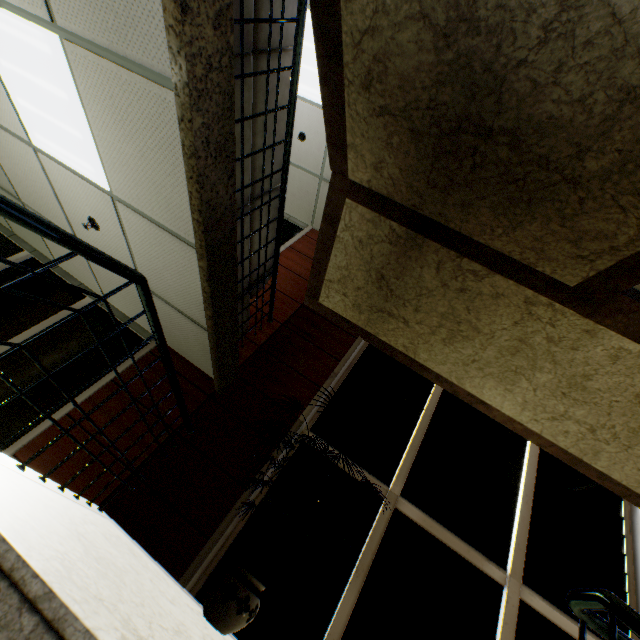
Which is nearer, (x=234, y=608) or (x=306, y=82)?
(x=234, y=608)

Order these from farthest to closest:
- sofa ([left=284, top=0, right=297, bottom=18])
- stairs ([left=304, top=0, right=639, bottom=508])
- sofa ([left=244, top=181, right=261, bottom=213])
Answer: sofa ([left=244, top=181, right=261, bottom=213]) < sofa ([left=284, top=0, right=297, bottom=18]) < stairs ([left=304, top=0, right=639, bottom=508])

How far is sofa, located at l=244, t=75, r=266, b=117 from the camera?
2.2m

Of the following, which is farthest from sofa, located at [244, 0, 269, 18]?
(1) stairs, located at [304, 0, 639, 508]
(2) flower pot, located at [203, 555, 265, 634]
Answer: (2) flower pot, located at [203, 555, 265, 634]

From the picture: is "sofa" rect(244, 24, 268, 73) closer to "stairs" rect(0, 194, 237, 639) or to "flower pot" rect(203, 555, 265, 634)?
"stairs" rect(0, 194, 237, 639)

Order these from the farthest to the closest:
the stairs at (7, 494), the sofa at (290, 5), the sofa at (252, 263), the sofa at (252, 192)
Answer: the sofa at (252, 263) → the sofa at (252, 192) → the sofa at (290, 5) → the stairs at (7, 494)

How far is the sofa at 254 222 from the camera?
3.0 meters
